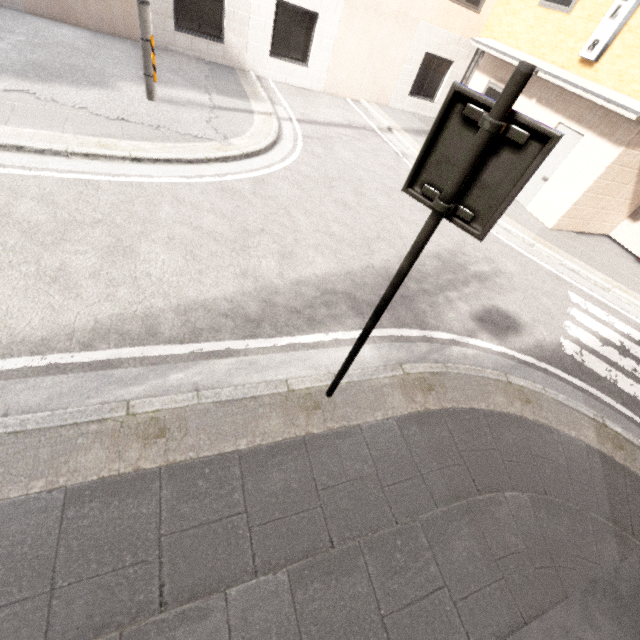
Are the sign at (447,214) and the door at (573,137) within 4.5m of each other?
no

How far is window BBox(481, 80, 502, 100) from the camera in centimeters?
1020cm

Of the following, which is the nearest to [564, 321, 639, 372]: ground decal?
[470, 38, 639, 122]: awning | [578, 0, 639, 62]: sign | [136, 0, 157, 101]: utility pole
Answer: [470, 38, 639, 122]: awning

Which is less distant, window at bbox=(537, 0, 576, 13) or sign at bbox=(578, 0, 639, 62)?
sign at bbox=(578, 0, 639, 62)

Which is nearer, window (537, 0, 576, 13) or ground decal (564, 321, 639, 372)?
ground decal (564, 321, 639, 372)

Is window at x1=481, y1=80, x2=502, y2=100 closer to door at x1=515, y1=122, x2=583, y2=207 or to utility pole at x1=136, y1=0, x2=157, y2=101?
door at x1=515, y1=122, x2=583, y2=207

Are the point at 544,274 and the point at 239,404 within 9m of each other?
yes

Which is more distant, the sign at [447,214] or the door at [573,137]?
the door at [573,137]
